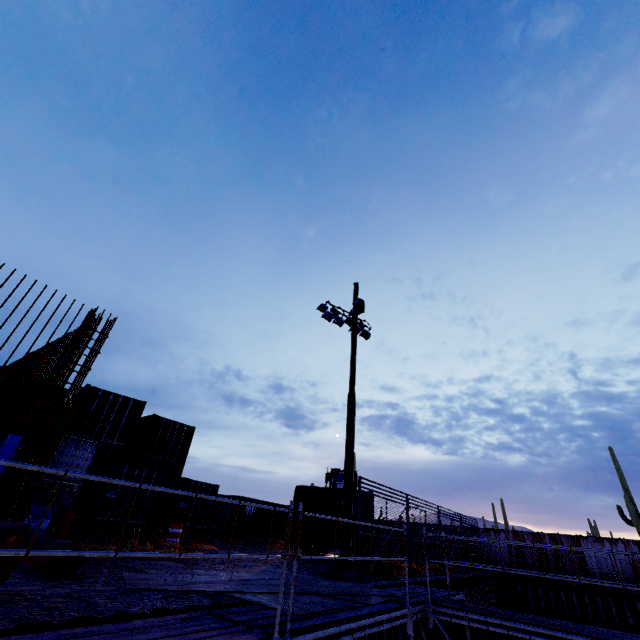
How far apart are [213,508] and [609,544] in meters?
22.4

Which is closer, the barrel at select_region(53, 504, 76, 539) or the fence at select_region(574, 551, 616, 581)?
the barrel at select_region(53, 504, 76, 539)

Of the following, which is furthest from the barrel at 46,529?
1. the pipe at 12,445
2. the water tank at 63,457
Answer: the pipe at 12,445

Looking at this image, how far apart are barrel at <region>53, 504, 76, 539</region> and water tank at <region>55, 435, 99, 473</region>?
0.5 meters

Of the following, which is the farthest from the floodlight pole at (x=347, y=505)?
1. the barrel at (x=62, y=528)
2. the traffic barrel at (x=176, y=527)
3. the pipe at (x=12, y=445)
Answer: the pipe at (x=12, y=445)

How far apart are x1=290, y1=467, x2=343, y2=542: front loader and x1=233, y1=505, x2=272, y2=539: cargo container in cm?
793

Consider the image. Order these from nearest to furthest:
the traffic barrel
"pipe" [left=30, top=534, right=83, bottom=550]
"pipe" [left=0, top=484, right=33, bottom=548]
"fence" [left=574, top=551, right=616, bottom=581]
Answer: "pipe" [left=0, top=484, right=33, bottom=548], "pipe" [left=30, top=534, right=83, bottom=550], the traffic barrel, "fence" [left=574, top=551, right=616, bottom=581]

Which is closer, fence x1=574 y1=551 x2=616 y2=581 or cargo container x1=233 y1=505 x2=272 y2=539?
fence x1=574 y1=551 x2=616 y2=581
